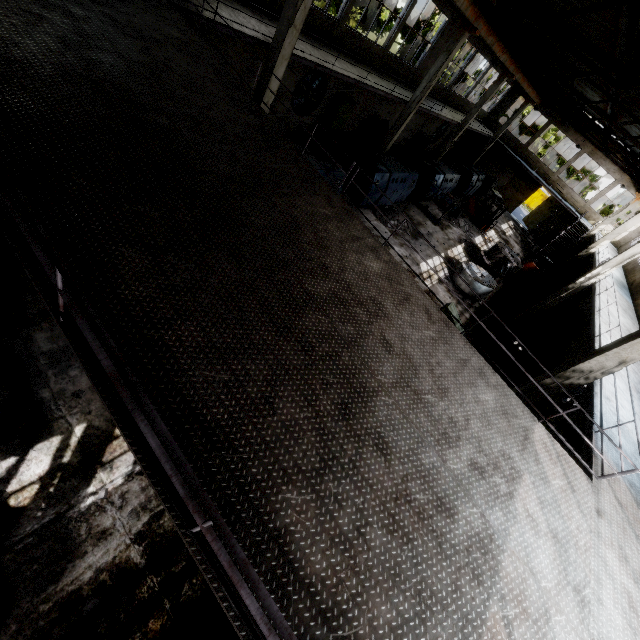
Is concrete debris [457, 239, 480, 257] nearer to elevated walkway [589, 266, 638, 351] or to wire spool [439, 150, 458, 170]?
wire spool [439, 150, 458, 170]

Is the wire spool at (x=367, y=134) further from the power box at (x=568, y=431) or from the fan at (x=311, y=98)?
the power box at (x=568, y=431)

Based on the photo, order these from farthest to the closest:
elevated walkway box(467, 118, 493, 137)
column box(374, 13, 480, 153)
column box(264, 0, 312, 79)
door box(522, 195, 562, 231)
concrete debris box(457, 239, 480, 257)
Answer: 1. door box(522, 195, 562, 231)
2. elevated walkway box(467, 118, 493, 137)
3. concrete debris box(457, 239, 480, 257)
4. column box(374, 13, 480, 153)
5. column box(264, 0, 312, 79)

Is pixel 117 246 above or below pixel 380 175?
above

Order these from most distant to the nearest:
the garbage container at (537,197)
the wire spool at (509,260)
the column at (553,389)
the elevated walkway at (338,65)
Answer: the garbage container at (537,197)
the wire spool at (509,260)
the elevated walkway at (338,65)
the column at (553,389)

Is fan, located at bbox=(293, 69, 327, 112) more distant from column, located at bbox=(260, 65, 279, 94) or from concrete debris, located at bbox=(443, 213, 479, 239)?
concrete debris, located at bbox=(443, 213, 479, 239)

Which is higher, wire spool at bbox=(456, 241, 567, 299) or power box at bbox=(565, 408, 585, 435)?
power box at bbox=(565, 408, 585, 435)

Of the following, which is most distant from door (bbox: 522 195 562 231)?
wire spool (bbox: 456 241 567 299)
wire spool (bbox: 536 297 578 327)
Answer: wire spool (bbox: 456 241 567 299)
